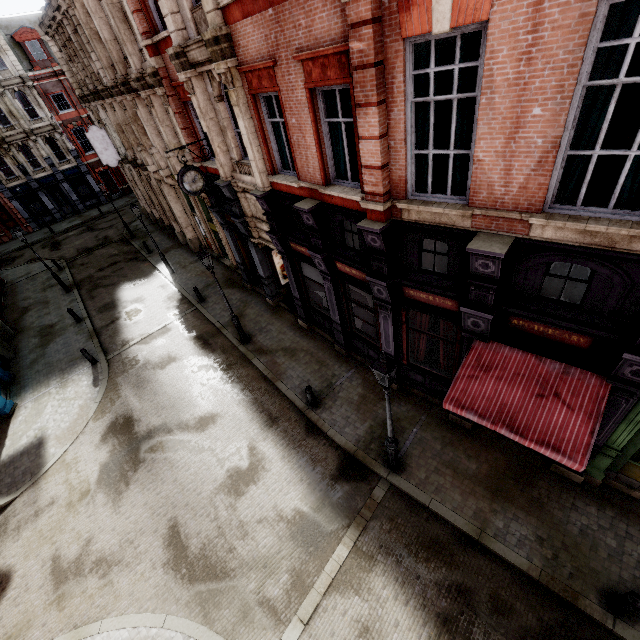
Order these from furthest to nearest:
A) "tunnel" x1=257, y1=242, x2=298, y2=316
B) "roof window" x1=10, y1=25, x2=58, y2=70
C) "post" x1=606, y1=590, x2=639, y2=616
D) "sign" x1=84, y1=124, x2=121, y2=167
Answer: "roof window" x1=10, y1=25, x2=58, y2=70 → "sign" x1=84, y1=124, x2=121, y2=167 → "tunnel" x1=257, y1=242, x2=298, y2=316 → "post" x1=606, y1=590, x2=639, y2=616

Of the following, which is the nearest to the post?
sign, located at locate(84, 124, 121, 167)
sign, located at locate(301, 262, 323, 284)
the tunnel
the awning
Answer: the awning

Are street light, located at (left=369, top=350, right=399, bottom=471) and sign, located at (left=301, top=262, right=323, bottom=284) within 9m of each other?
yes

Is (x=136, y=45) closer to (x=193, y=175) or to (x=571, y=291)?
(x=193, y=175)

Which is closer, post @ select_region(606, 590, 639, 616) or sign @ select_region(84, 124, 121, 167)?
post @ select_region(606, 590, 639, 616)

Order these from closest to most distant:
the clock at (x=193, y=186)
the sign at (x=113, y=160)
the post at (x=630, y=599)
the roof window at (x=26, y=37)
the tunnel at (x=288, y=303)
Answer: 1. the post at (x=630, y=599)
2. the clock at (x=193, y=186)
3. the tunnel at (x=288, y=303)
4. the sign at (x=113, y=160)
5. the roof window at (x=26, y=37)

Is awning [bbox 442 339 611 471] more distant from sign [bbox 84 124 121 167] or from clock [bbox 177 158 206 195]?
sign [bbox 84 124 121 167]

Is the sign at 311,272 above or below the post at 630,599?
above
